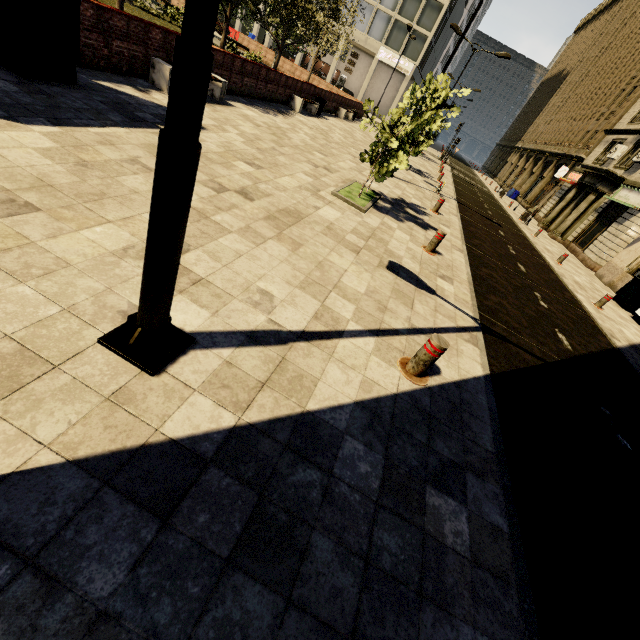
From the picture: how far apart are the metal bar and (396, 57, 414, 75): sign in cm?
4916

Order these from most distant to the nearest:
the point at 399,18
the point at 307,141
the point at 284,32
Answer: the point at 399,18
the point at 284,32
the point at 307,141

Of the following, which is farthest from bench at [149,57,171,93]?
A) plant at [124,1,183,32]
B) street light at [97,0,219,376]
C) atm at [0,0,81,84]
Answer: street light at [97,0,219,376]

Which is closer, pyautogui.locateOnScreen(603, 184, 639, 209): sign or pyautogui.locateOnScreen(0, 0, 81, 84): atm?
pyautogui.locateOnScreen(0, 0, 81, 84): atm

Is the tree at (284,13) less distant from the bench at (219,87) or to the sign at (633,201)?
the bench at (219,87)

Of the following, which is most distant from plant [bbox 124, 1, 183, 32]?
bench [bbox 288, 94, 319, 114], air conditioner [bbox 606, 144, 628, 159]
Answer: air conditioner [bbox 606, 144, 628, 159]

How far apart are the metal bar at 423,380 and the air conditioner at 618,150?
29.9m

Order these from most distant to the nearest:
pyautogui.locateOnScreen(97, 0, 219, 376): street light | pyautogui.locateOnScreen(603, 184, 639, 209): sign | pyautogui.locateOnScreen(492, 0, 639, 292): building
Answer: pyautogui.locateOnScreen(492, 0, 639, 292): building
pyautogui.locateOnScreen(603, 184, 639, 209): sign
pyautogui.locateOnScreen(97, 0, 219, 376): street light
